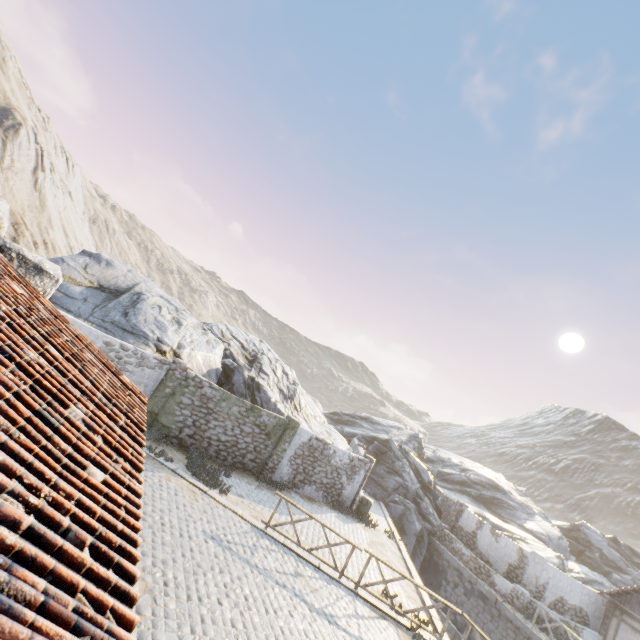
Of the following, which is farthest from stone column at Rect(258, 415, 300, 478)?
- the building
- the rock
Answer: the building

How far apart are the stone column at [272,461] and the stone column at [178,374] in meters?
5.5

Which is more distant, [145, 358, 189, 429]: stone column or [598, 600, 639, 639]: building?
[598, 600, 639, 639]: building

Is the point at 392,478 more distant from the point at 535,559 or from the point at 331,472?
the point at 331,472

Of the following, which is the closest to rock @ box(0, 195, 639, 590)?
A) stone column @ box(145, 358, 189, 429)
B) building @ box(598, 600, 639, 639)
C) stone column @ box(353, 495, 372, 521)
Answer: stone column @ box(145, 358, 189, 429)

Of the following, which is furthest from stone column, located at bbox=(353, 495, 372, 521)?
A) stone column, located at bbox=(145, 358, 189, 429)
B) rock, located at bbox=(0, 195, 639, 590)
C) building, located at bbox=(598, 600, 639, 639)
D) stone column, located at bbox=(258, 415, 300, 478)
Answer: building, located at bbox=(598, 600, 639, 639)

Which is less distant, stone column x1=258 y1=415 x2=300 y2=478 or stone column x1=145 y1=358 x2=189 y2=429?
stone column x1=145 y1=358 x2=189 y2=429

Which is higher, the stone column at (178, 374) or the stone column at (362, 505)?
the stone column at (178, 374)
